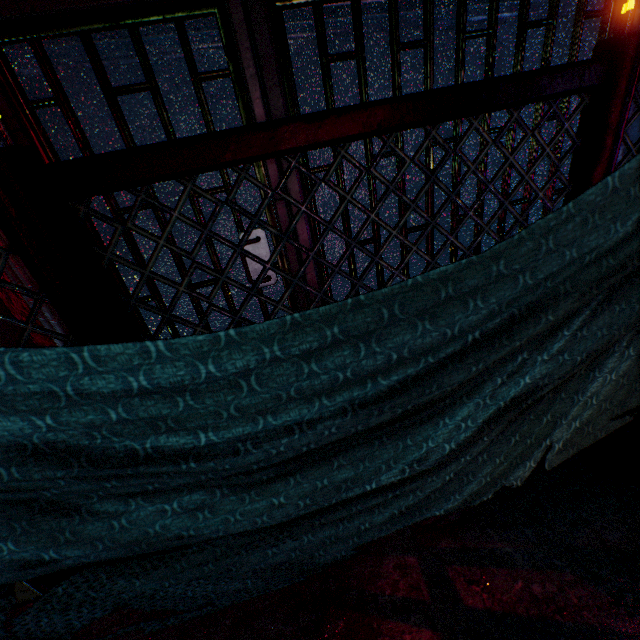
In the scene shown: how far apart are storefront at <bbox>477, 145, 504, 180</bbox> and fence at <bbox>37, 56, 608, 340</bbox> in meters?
0.7 m

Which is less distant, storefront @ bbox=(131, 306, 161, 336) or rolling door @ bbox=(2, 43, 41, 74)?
rolling door @ bbox=(2, 43, 41, 74)

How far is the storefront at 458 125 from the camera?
1.9 meters

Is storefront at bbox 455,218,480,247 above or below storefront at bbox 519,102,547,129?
below

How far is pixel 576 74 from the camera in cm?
112

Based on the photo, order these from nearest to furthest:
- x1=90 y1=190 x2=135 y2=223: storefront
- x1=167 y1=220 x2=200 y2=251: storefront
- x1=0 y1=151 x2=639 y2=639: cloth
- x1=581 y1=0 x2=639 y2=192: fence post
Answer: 1. x1=0 y1=151 x2=639 y2=639: cloth
2. x1=581 y1=0 x2=639 y2=192: fence post
3. x1=90 y1=190 x2=135 y2=223: storefront
4. x1=167 y1=220 x2=200 y2=251: storefront

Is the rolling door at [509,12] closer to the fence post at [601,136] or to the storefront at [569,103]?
the storefront at [569,103]

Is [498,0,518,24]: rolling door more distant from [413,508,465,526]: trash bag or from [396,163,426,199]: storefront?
[413,508,465,526]: trash bag
